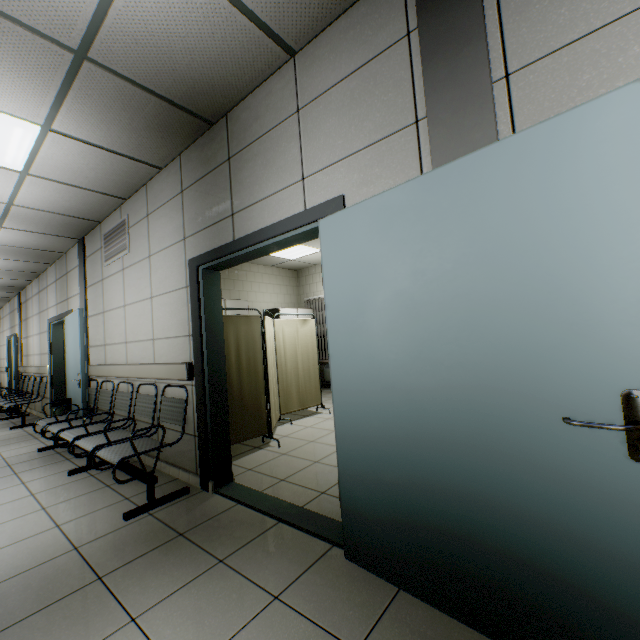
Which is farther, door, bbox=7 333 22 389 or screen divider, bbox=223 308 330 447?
door, bbox=7 333 22 389

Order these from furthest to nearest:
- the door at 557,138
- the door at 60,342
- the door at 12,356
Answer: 1. the door at 12,356
2. the door at 60,342
3. the door at 557,138

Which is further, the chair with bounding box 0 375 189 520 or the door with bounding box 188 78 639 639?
the chair with bounding box 0 375 189 520

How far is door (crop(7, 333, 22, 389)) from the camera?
8.5 meters

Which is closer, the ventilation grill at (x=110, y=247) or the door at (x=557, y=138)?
the door at (x=557, y=138)

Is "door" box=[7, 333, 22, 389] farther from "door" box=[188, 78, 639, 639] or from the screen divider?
"door" box=[188, 78, 639, 639]

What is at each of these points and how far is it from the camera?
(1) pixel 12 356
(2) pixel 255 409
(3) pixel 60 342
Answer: (1) door, 10.6 meters
(2) screen divider, 4.0 meters
(3) door, 6.9 meters

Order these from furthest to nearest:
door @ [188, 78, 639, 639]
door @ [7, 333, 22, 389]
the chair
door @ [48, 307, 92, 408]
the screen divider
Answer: door @ [7, 333, 22, 389] < door @ [48, 307, 92, 408] < the screen divider < the chair < door @ [188, 78, 639, 639]
